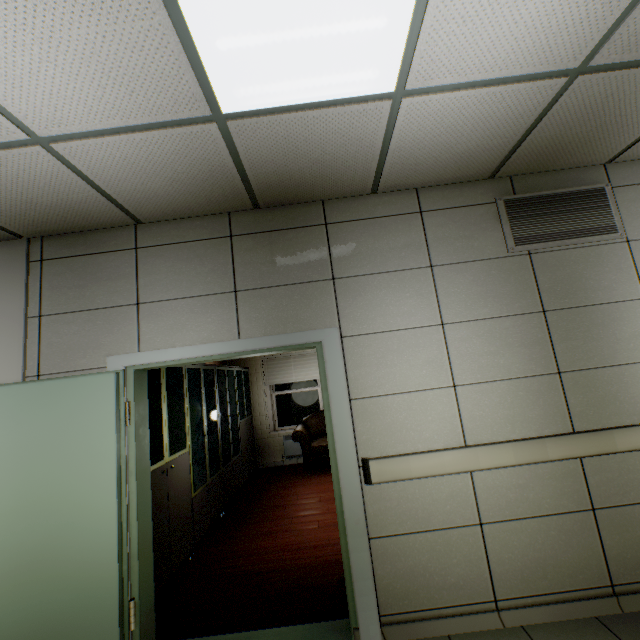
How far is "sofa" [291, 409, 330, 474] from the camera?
6.1m

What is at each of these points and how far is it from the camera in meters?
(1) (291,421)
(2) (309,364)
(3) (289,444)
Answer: (1) window, 7.4 m
(2) blinds, 7.4 m
(3) radiator, 7.1 m

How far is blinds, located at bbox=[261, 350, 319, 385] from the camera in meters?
7.4

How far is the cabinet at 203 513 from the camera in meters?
3.1 m

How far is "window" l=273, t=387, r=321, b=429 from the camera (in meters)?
7.39

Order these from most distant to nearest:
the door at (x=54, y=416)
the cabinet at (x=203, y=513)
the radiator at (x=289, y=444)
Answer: the radiator at (x=289, y=444)
the cabinet at (x=203, y=513)
the door at (x=54, y=416)

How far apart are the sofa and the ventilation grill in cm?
432

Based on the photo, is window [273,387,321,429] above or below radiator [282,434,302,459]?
above
